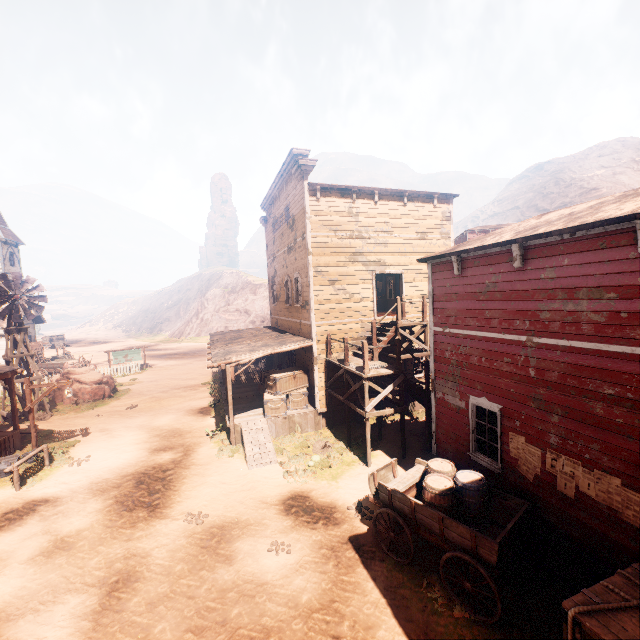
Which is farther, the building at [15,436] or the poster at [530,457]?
the building at [15,436]

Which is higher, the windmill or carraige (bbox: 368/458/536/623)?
the windmill

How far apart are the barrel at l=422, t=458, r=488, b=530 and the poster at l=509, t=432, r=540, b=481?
0.9 meters

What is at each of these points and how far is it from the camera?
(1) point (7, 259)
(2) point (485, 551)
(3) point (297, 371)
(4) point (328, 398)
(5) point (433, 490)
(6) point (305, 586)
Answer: (1) building, 32.0m
(2) carraige, 5.8m
(3) wooden box, 15.0m
(4) building, 14.7m
(5) barrel, 6.8m
(6) z, 6.8m

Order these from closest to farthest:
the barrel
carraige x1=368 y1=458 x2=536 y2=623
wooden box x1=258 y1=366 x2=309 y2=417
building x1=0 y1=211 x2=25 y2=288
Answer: carraige x1=368 y1=458 x2=536 y2=623, the barrel, wooden box x1=258 y1=366 x2=309 y2=417, building x1=0 y1=211 x2=25 y2=288

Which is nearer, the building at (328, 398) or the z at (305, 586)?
the building at (328, 398)

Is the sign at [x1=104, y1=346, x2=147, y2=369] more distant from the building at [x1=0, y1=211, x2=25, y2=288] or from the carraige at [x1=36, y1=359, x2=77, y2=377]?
the building at [x1=0, y1=211, x2=25, y2=288]

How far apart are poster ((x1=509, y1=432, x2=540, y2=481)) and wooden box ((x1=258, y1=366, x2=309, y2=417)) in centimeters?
889cm
